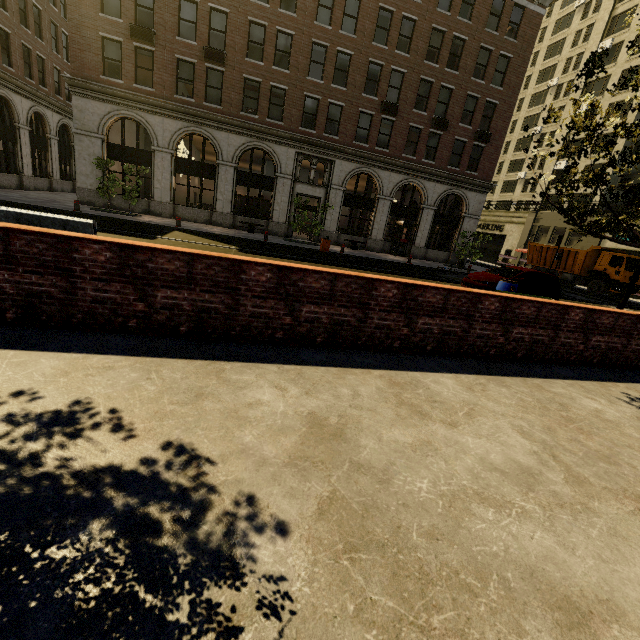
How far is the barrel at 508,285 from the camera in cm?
1073

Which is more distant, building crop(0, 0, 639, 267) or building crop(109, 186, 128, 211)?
building crop(109, 186, 128, 211)

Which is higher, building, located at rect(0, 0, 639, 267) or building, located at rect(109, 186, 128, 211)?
building, located at rect(0, 0, 639, 267)

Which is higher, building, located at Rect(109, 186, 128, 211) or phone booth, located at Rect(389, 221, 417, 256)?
phone booth, located at Rect(389, 221, 417, 256)

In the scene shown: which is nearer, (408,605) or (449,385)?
(408,605)

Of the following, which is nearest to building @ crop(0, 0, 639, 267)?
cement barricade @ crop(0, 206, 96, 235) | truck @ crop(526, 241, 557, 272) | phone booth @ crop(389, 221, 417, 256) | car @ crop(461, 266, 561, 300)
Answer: phone booth @ crop(389, 221, 417, 256)

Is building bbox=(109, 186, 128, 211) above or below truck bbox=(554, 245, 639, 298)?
below

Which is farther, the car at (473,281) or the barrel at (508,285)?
the car at (473,281)
